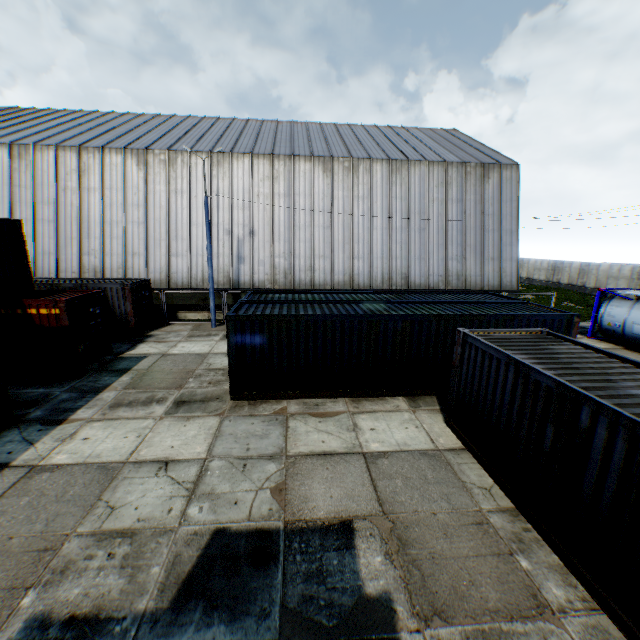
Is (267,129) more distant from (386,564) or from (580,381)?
(386,564)

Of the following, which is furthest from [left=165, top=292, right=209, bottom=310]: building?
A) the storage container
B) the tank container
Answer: the storage container

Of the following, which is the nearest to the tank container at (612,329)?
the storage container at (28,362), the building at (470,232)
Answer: the building at (470,232)

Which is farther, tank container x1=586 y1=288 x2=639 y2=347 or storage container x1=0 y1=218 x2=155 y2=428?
tank container x1=586 y1=288 x2=639 y2=347

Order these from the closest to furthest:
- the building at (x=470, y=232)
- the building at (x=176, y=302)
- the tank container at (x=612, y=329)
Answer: the tank container at (x=612, y=329)
the building at (x=470, y=232)
the building at (x=176, y=302)

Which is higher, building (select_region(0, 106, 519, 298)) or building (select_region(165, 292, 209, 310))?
building (select_region(0, 106, 519, 298))

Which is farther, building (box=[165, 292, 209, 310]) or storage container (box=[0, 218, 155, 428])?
building (box=[165, 292, 209, 310])

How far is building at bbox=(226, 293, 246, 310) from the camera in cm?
2292
